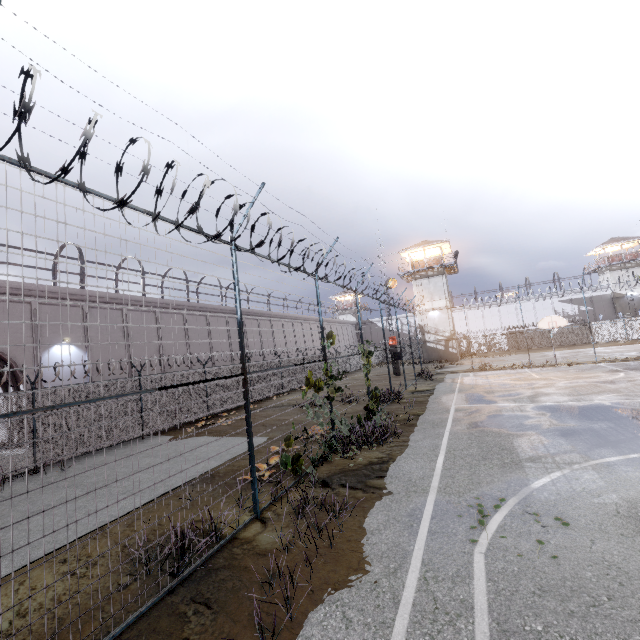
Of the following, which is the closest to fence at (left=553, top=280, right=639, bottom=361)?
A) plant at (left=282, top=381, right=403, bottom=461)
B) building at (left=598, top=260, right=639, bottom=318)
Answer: plant at (left=282, top=381, right=403, bottom=461)

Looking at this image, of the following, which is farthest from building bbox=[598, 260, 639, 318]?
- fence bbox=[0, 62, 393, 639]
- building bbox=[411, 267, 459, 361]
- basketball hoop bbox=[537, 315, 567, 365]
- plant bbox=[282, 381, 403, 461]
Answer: plant bbox=[282, 381, 403, 461]

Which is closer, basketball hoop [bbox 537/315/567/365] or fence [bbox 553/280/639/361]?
basketball hoop [bbox 537/315/567/365]

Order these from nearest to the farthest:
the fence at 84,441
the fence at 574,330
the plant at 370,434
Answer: the fence at 84,441
the plant at 370,434
the fence at 574,330

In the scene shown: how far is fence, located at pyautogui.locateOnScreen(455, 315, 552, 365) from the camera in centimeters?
4453cm

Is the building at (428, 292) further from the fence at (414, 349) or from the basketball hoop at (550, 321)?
the basketball hoop at (550, 321)

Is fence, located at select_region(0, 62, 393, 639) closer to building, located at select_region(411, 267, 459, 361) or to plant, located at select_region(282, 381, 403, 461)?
plant, located at select_region(282, 381, 403, 461)

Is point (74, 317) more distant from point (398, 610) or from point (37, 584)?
point (398, 610)
